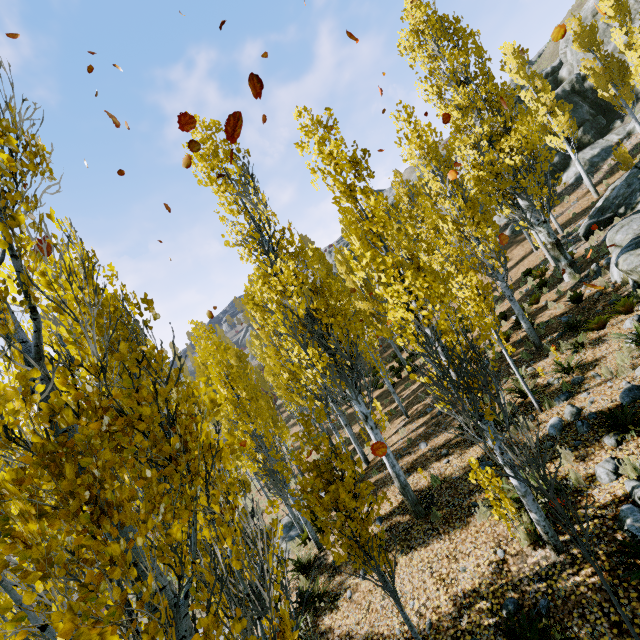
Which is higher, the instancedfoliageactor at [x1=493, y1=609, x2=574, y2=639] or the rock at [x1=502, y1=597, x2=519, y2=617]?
the instancedfoliageactor at [x1=493, y1=609, x2=574, y2=639]

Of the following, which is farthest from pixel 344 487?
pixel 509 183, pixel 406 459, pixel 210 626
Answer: pixel 509 183

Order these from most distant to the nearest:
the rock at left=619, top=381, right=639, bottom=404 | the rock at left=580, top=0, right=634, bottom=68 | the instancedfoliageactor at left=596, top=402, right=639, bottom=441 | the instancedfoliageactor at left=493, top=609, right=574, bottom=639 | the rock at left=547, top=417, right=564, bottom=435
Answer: the rock at left=580, top=0, right=634, bottom=68, the rock at left=547, top=417, right=564, bottom=435, the rock at left=619, top=381, right=639, bottom=404, the instancedfoliageactor at left=596, top=402, right=639, bottom=441, the instancedfoliageactor at left=493, top=609, right=574, bottom=639

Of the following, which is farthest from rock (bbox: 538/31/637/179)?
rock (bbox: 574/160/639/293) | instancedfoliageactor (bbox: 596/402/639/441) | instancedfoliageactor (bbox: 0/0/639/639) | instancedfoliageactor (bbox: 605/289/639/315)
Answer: instancedfoliageactor (bbox: 596/402/639/441)

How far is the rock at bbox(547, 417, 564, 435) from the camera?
7.3m

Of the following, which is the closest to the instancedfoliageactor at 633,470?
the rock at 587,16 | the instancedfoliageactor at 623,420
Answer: the rock at 587,16

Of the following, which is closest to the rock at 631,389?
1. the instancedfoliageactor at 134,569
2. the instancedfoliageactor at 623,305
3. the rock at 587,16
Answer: the instancedfoliageactor at 623,305

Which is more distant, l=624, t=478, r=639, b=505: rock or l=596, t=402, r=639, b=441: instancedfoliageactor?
l=596, t=402, r=639, b=441: instancedfoliageactor
